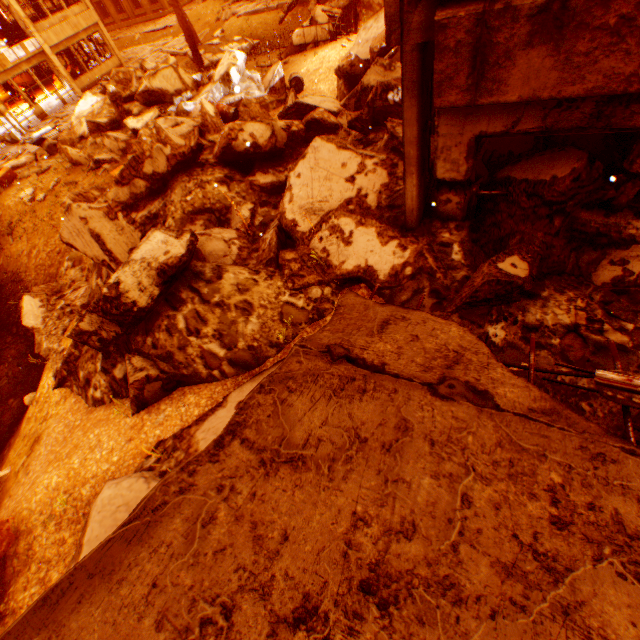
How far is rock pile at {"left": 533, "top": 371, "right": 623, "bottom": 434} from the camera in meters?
2.8

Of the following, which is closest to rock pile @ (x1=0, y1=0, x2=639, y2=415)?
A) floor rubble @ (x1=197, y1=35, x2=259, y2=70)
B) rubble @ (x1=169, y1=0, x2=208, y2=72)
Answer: rubble @ (x1=169, y1=0, x2=208, y2=72)

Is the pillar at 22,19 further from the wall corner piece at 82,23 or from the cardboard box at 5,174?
the cardboard box at 5,174

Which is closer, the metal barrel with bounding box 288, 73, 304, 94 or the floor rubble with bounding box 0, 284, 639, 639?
the floor rubble with bounding box 0, 284, 639, 639

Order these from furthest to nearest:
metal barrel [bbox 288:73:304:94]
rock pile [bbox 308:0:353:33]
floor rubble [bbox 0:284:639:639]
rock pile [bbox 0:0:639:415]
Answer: rock pile [bbox 308:0:353:33], metal barrel [bbox 288:73:304:94], rock pile [bbox 0:0:639:415], floor rubble [bbox 0:284:639:639]

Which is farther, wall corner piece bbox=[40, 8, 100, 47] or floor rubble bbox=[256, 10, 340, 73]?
wall corner piece bbox=[40, 8, 100, 47]

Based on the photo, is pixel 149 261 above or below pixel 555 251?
above

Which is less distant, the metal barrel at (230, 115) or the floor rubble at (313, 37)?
the metal barrel at (230, 115)
